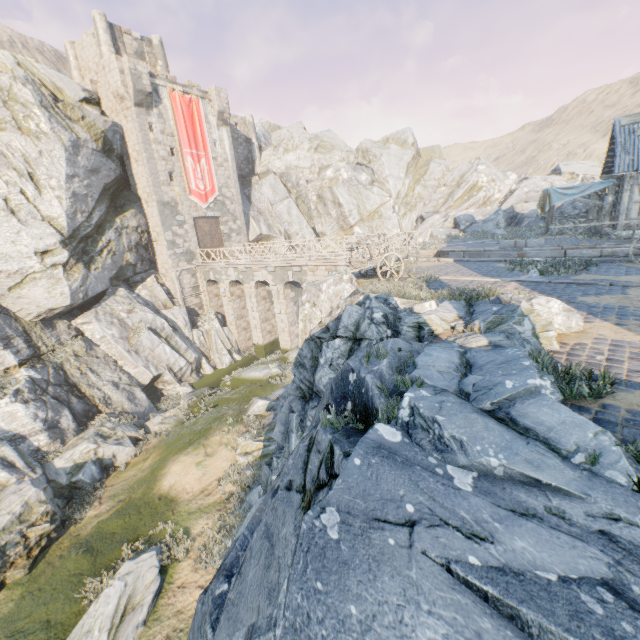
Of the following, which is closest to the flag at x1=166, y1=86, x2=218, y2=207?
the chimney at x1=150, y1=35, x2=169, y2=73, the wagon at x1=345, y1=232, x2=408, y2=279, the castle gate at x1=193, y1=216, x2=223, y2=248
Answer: the castle gate at x1=193, y1=216, x2=223, y2=248

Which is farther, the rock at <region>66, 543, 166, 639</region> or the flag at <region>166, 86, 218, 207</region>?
the flag at <region>166, 86, 218, 207</region>

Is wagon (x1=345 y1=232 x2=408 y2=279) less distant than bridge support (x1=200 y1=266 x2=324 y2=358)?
Yes

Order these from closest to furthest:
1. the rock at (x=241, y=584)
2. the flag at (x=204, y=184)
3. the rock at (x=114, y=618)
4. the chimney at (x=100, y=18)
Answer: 1. the rock at (x=241, y=584)
2. the rock at (x=114, y=618)
3. the chimney at (x=100, y=18)
4. the flag at (x=204, y=184)

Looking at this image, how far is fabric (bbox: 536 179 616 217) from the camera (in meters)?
18.11

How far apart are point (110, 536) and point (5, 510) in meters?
3.9

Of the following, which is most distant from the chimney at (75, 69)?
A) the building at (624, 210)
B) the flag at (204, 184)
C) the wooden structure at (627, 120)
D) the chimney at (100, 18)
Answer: the building at (624, 210)

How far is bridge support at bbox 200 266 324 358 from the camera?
23.9m
